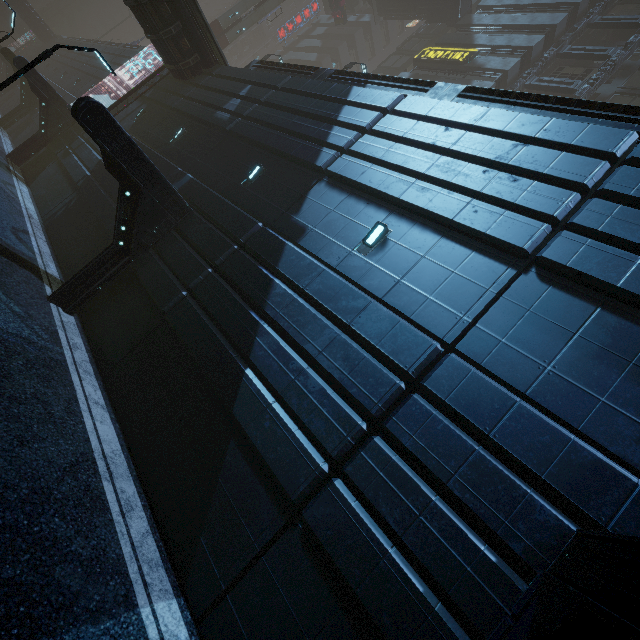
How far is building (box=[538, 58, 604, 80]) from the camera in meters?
25.4 m

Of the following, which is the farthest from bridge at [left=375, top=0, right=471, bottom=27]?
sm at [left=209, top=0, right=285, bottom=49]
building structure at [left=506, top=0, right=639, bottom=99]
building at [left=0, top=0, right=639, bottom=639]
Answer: building structure at [left=506, top=0, right=639, bottom=99]

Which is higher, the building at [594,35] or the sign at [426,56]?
the building at [594,35]

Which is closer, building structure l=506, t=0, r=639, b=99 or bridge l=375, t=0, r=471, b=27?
building structure l=506, t=0, r=639, b=99

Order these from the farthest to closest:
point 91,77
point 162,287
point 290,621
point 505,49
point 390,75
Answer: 1. point 390,75
2. point 91,77
3. point 505,49
4. point 162,287
5. point 290,621

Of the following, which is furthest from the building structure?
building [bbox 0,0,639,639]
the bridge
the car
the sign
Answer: the car

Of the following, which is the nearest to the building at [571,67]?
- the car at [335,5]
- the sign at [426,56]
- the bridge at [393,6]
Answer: the sign at [426,56]

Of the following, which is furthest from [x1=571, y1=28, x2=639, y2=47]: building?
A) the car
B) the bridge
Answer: the car
